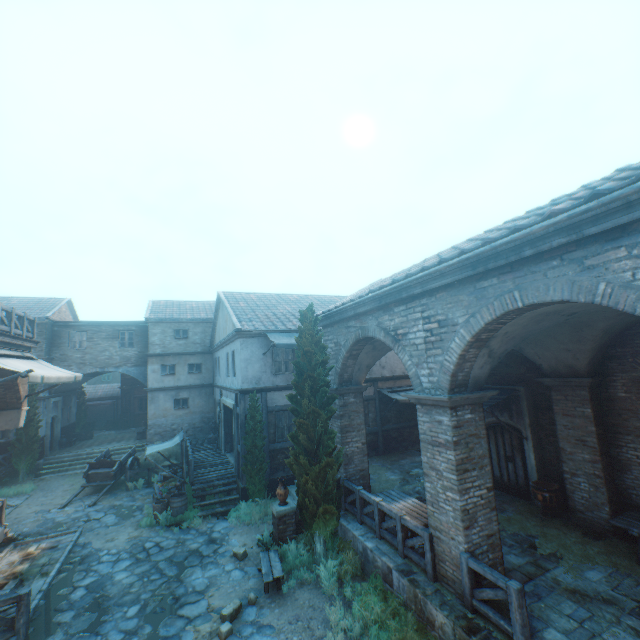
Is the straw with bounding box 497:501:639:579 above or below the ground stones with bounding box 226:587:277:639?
above

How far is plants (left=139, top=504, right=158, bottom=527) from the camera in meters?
12.4 m

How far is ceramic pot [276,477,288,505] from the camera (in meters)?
10.13

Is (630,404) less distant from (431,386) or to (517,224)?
(431,386)

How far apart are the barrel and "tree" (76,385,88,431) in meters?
21.1 m

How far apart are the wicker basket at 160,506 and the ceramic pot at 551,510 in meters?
13.0 m

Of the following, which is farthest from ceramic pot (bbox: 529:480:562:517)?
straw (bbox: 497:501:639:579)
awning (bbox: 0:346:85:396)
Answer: awning (bbox: 0:346:85:396)

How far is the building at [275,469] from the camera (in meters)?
13.92
